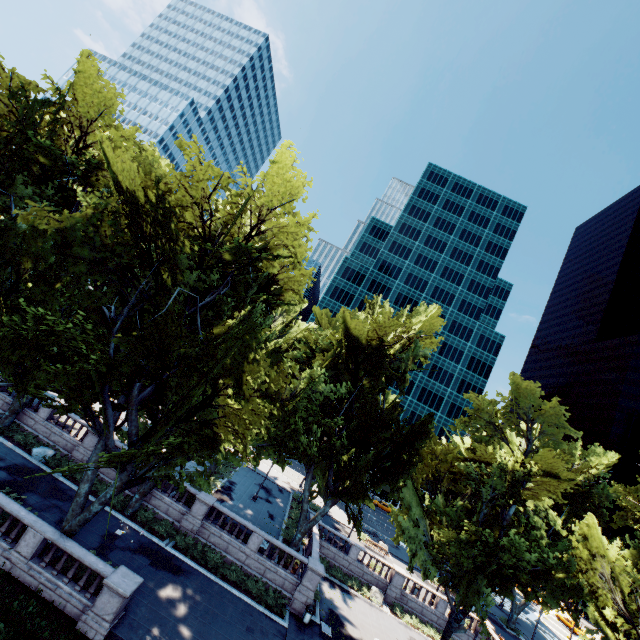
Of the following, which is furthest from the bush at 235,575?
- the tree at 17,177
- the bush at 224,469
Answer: the bush at 224,469

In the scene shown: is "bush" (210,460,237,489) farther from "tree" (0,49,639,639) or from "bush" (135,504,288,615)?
"bush" (135,504,288,615)

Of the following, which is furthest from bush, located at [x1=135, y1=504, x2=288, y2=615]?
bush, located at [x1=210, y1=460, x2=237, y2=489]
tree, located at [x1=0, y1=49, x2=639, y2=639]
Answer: bush, located at [x1=210, y1=460, x2=237, y2=489]

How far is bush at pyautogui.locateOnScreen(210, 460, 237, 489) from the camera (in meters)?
32.47

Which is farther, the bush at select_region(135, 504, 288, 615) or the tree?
the bush at select_region(135, 504, 288, 615)

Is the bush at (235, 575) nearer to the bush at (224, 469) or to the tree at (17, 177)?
the tree at (17, 177)

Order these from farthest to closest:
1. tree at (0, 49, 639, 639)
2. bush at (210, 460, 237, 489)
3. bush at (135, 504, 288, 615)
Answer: bush at (210, 460, 237, 489)
bush at (135, 504, 288, 615)
tree at (0, 49, 639, 639)

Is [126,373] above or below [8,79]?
below
